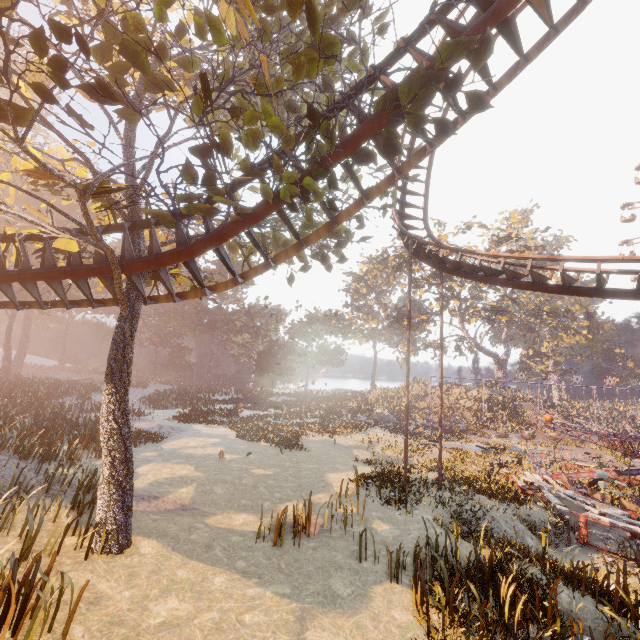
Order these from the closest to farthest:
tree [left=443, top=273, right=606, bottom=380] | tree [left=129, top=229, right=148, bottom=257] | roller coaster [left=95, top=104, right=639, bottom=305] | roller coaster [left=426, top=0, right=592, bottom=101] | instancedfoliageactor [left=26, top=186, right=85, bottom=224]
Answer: roller coaster [left=426, top=0, right=592, bottom=101] < roller coaster [left=95, top=104, right=639, bottom=305] < tree [left=129, top=229, right=148, bottom=257] < instancedfoliageactor [left=26, top=186, right=85, bottom=224] < tree [left=443, top=273, right=606, bottom=380]

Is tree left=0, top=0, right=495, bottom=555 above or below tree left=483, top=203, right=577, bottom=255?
below

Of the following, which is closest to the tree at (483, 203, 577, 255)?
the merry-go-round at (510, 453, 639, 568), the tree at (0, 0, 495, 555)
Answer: the merry-go-round at (510, 453, 639, 568)

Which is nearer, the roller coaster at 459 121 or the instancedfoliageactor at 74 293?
the roller coaster at 459 121

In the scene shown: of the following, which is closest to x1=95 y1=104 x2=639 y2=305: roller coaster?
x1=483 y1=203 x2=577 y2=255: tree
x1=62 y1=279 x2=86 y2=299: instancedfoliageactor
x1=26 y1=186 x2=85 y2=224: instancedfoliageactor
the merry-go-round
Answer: the merry-go-round

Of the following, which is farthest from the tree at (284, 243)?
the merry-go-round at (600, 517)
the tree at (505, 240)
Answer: the tree at (505, 240)

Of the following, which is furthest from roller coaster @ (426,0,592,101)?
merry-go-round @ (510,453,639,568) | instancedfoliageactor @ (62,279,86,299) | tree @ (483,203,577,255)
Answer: tree @ (483,203,577,255)

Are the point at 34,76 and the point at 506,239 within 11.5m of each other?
no
